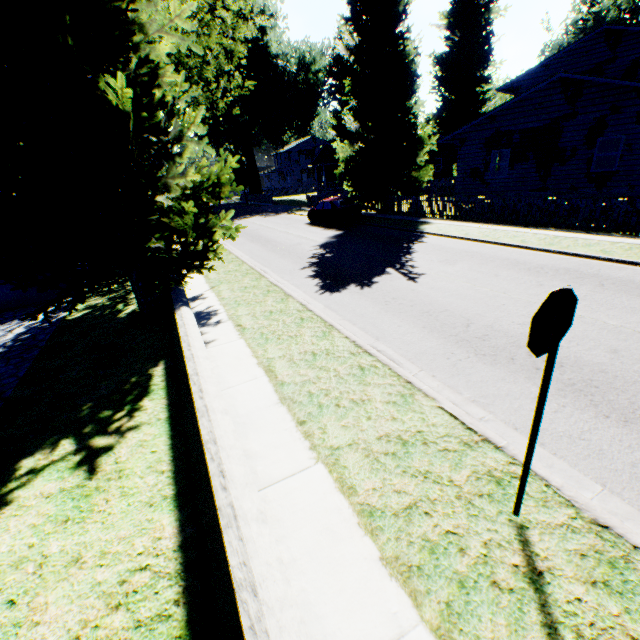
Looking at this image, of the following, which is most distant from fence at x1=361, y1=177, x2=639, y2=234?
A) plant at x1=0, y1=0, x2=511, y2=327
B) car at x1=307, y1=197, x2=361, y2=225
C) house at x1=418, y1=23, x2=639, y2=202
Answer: car at x1=307, y1=197, x2=361, y2=225

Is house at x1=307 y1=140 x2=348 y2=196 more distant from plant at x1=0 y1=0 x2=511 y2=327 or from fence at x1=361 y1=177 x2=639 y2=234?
fence at x1=361 y1=177 x2=639 y2=234

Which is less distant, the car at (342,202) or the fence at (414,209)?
the fence at (414,209)

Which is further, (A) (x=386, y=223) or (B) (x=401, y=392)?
(A) (x=386, y=223)

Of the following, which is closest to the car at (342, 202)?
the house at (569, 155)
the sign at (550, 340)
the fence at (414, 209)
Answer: the fence at (414, 209)

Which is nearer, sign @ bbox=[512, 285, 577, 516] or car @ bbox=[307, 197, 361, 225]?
sign @ bbox=[512, 285, 577, 516]

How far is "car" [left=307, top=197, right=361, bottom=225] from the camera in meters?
20.8 m

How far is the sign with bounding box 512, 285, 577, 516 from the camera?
2.2m
